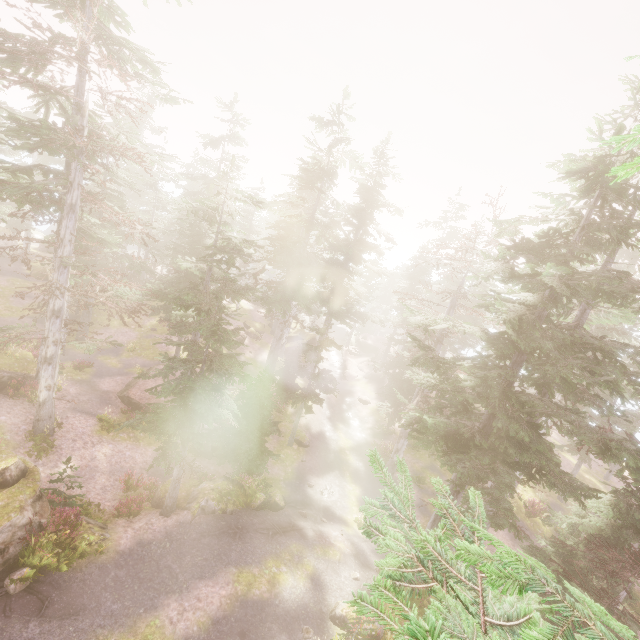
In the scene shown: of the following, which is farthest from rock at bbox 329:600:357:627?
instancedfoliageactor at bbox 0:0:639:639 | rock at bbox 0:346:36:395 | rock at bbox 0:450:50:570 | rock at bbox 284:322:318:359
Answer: rock at bbox 284:322:318:359

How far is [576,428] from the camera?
10.6 meters

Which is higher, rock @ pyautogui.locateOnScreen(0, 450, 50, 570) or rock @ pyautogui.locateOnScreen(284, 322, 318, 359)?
rock @ pyautogui.locateOnScreen(0, 450, 50, 570)

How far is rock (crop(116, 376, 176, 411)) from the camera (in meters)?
21.95

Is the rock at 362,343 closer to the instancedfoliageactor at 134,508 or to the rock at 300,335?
the instancedfoliageactor at 134,508

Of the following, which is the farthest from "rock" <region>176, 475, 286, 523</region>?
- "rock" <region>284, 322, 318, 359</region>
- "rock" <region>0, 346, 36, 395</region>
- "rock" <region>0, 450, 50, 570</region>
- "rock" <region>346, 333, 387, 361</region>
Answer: "rock" <region>346, 333, 387, 361</region>

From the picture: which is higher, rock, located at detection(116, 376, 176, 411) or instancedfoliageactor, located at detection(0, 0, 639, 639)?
instancedfoliageactor, located at detection(0, 0, 639, 639)

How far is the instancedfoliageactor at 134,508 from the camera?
14.40m
